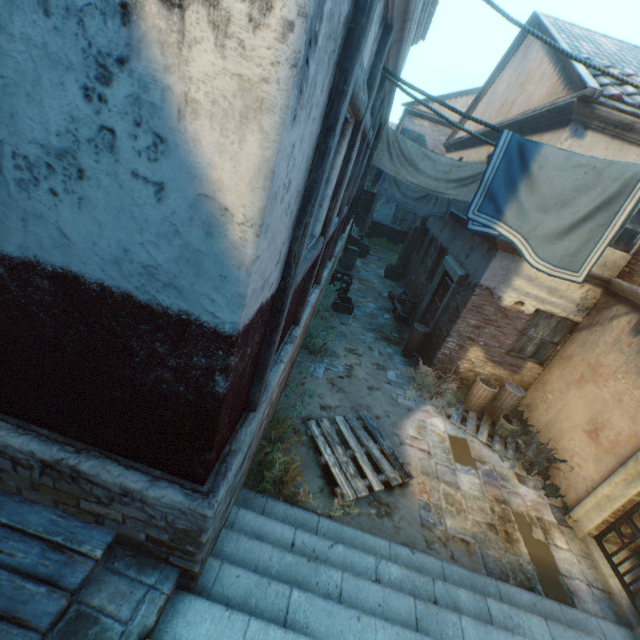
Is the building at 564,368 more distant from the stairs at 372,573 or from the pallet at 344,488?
the pallet at 344,488

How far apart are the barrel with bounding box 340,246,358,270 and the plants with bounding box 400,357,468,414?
7.2 meters

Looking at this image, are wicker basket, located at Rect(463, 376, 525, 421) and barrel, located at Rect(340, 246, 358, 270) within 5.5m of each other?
no

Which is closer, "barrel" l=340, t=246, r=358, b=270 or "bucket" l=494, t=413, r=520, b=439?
"bucket" l=494, t=413, r=520, b=439

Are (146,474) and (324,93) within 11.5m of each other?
yes

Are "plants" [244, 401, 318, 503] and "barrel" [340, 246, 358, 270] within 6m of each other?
no

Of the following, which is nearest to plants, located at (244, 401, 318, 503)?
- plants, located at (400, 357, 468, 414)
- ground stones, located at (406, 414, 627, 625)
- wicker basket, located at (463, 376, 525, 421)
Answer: ground stones, located at (406, 414, 627, 625)

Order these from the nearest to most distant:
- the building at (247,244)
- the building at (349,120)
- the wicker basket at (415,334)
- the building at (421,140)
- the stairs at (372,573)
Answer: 1. the building at (247,244)
2. the stairs at (372,573)
3. the building at (349,120)
4. the wicker basket at (415,334)
5. the building at (421,140)
